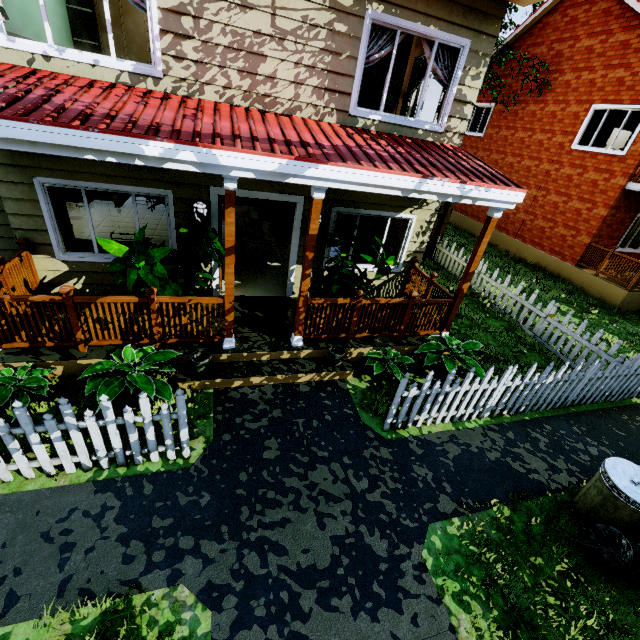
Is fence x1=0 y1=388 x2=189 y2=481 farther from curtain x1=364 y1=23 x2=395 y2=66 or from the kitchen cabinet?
the kitchen cabinet

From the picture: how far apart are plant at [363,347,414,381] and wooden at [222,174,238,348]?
2.4m

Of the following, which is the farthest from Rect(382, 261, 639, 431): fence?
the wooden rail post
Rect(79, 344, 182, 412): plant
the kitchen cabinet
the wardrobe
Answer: the wardrobe

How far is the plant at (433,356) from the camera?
6.06m

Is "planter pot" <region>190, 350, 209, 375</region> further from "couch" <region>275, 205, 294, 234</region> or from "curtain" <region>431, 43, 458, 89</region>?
"couch" <region>275, 205, 294, 234</region>

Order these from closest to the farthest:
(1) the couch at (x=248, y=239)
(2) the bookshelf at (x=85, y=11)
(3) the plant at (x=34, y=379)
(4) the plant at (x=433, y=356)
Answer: (3) the plant at (x=34, y=379)
(4) the plant at (x=433, y=356)
(2) the bookshelf at (x=85, y=11)
(1) the couch at (x=248, y=239)

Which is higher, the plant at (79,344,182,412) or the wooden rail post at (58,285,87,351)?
the wooden rail post at (58,285,87,351)

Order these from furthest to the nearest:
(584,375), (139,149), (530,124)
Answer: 1. (530,124)
2. (584,375)
3. (139,149)
